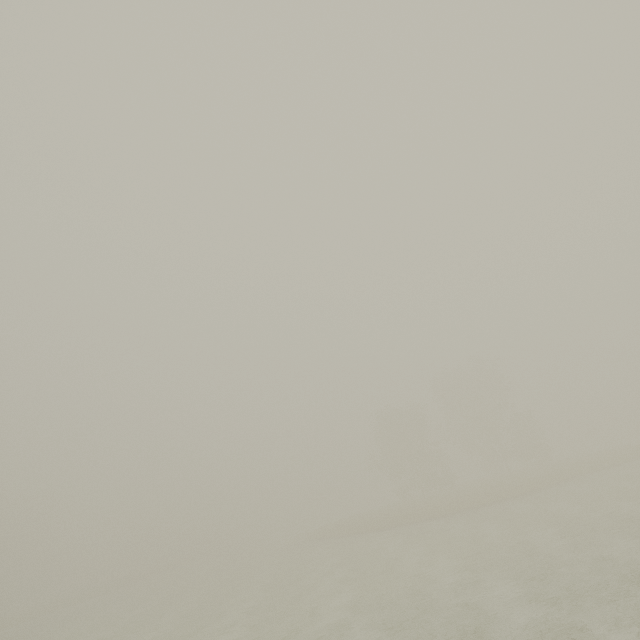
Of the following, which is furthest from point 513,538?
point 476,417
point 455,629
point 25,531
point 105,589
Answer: point 25,531
